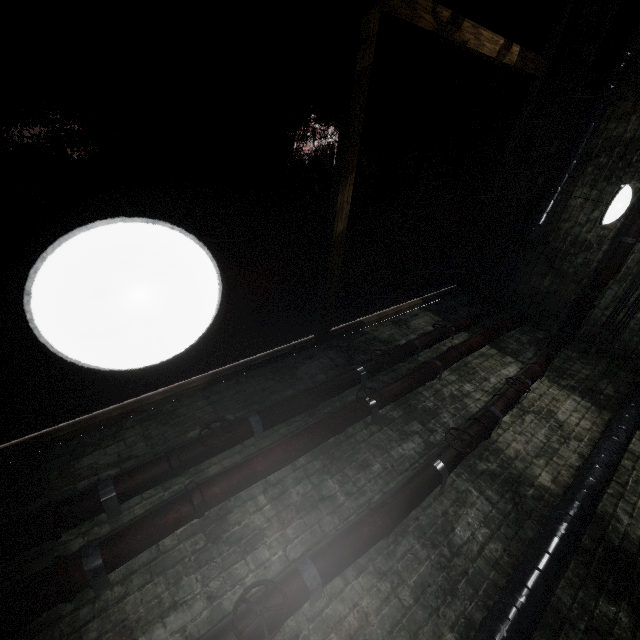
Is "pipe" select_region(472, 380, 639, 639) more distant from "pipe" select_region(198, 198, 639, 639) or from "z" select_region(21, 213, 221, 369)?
"z" select_region(21, 213, 221, 369)

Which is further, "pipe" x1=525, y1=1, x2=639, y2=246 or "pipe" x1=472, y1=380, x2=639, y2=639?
"pipe" x1=525, y1=1, x2=639, y2=246

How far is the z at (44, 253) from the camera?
0.52m

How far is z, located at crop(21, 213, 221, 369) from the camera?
0.52m

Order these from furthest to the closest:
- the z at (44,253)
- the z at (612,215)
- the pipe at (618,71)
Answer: the pipe at (618,71) < the z at (612,215) < the z at (44,253)

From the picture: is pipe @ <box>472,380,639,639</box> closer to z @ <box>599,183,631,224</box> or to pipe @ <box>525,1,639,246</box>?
pipe @ <box>525,1,639,246</box>

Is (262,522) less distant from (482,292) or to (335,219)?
(335,219)
